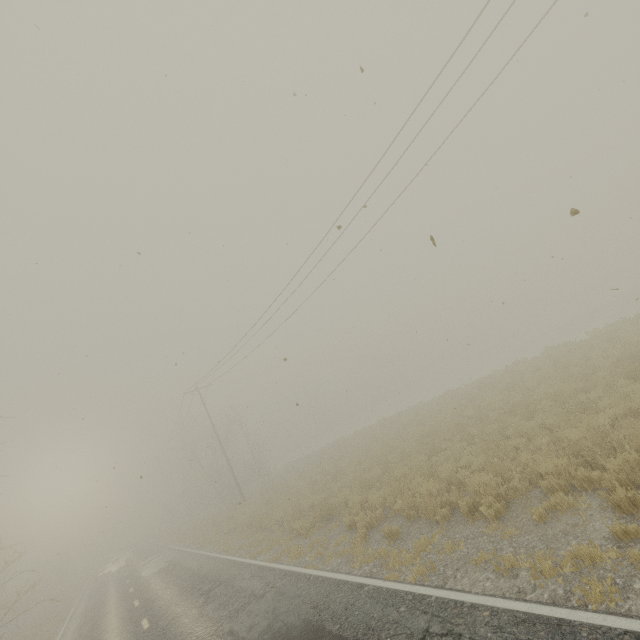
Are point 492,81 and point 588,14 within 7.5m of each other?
yes
